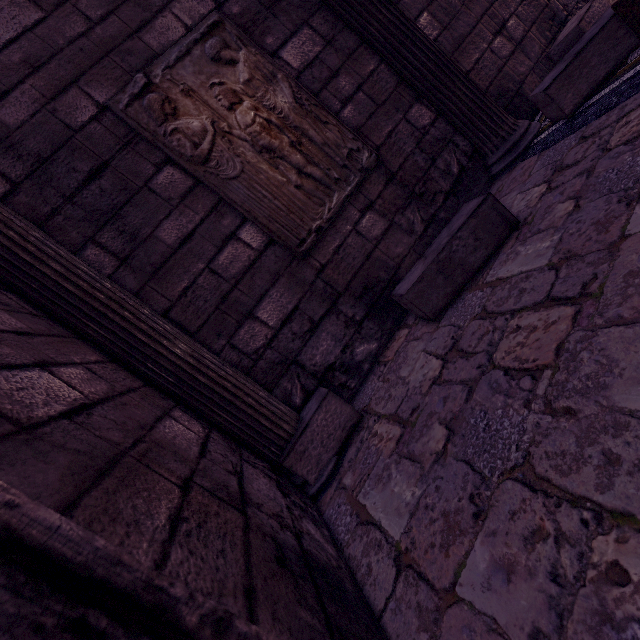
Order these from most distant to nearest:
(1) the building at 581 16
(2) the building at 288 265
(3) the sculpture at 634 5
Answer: (1) the building at 581 16, (3) the sculpture at 634 5, (2) the building at 288 265

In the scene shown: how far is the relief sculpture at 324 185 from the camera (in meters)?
2.28

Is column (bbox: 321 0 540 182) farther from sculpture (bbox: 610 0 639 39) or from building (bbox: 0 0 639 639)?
sculpture (bbox: 610 0 639 39)

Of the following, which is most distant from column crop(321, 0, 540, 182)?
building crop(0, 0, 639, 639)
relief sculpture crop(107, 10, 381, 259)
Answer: relief sculpture crop(107, 10, 381, 259)

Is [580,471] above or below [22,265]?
below

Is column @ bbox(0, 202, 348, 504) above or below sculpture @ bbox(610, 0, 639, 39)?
above

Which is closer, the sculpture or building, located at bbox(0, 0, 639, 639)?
building, located at bbox(0, 0, 639, 639)

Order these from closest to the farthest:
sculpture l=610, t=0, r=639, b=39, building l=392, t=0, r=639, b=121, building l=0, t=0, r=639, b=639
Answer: building l=0, t=0, r=639, b=639, sculpture l=610, t=0, r=639, b=39, building l=392, t=0, r=639, b=121
